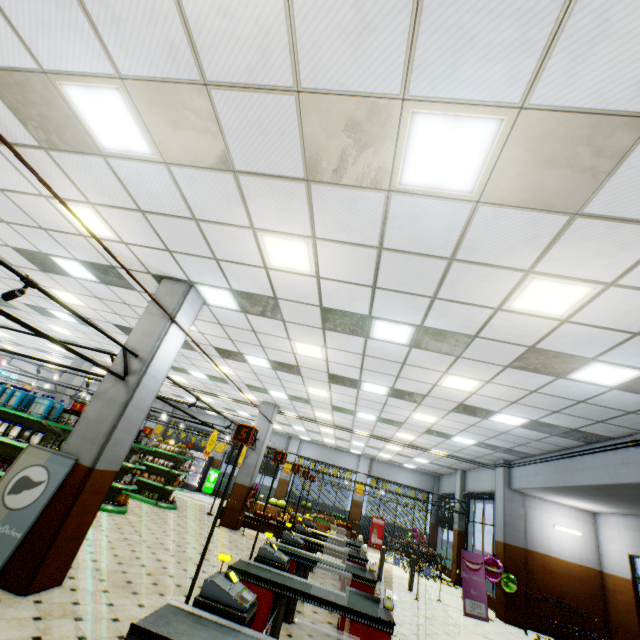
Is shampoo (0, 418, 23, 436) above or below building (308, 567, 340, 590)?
above

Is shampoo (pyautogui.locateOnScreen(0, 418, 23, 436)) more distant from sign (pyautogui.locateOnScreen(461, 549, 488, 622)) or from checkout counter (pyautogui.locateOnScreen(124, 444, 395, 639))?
sign (pyautogui.locateOnScreen(461, 549, 488, 622))

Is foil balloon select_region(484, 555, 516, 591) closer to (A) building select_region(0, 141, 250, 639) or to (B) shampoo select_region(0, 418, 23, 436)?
(A) building select_region(0, 141, 250, 639)

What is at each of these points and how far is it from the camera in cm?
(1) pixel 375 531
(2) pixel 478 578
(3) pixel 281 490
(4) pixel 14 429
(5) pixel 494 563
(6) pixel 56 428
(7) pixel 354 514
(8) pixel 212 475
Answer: (1) sign, 1978
(2) sign, 1038
(3) building, 2156
(4) shampoo, 755
(5) foil balloon, 1072
(6) shelf, 759
(7) building, 2064
(8) sign, 2177

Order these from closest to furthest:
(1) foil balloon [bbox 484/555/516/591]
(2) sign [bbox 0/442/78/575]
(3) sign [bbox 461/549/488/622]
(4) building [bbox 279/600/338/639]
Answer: (2) sign [bbox 0/442/78/575] → (4) building [bbox 279/600/338/639] → (3) sign [bbox 461/549/488/622] → (1) foil balloon [bbox 484/555/516/591]

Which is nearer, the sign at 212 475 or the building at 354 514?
the building at 354 514

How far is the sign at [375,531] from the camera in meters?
19.4

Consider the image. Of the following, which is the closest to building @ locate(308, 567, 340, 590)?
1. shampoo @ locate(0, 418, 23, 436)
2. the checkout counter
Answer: the checkout counter
